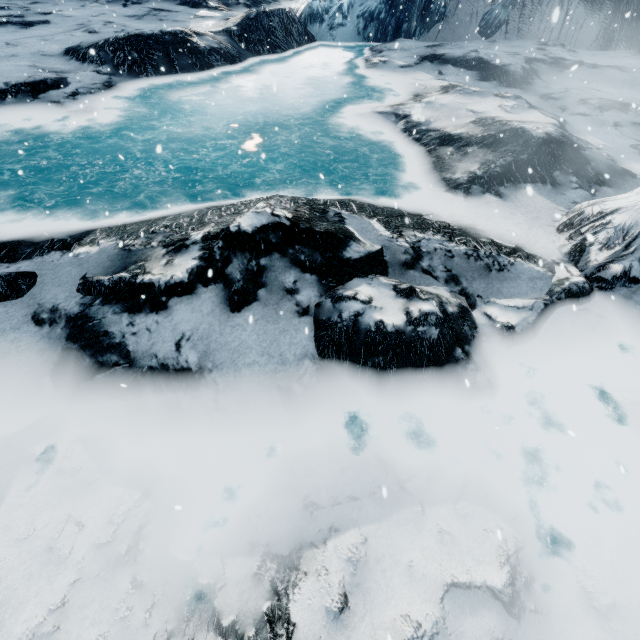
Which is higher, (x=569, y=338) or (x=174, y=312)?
(x=174, y=312)
